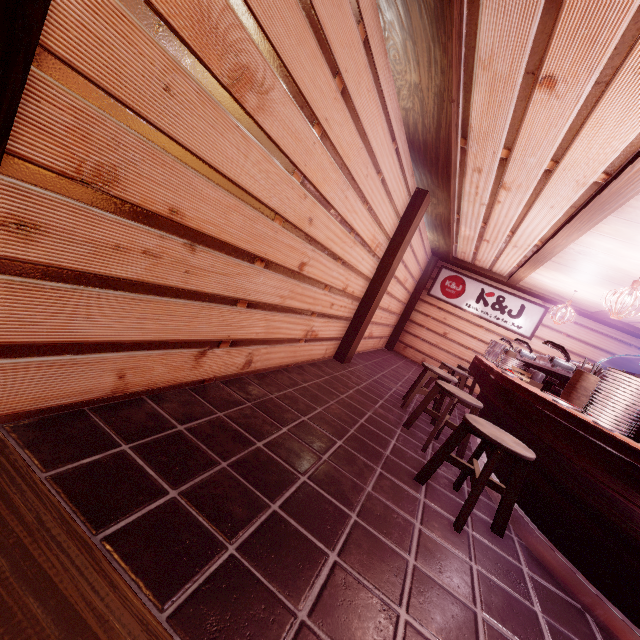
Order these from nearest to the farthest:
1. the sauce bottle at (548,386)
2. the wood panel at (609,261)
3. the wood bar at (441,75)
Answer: the wood bar at (441,75)
the sauce bottle at (548,386)
the wood panel at (609,261)

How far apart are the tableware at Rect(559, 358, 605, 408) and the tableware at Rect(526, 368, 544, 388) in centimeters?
156cm

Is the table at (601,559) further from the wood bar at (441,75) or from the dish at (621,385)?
the wood bar at (441,75)

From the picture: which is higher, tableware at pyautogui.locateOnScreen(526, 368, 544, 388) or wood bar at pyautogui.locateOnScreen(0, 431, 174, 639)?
tableware at pyautogui.locateOnScreen(526, 368, 544, 388)

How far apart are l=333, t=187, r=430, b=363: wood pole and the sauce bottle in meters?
4.5 m

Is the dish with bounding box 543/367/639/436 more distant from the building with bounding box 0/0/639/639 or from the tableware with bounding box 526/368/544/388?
the tableware with bounding box 526/368/544/388

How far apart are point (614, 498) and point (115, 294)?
5.6 meters

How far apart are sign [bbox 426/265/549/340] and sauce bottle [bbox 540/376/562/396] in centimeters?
1050cm
